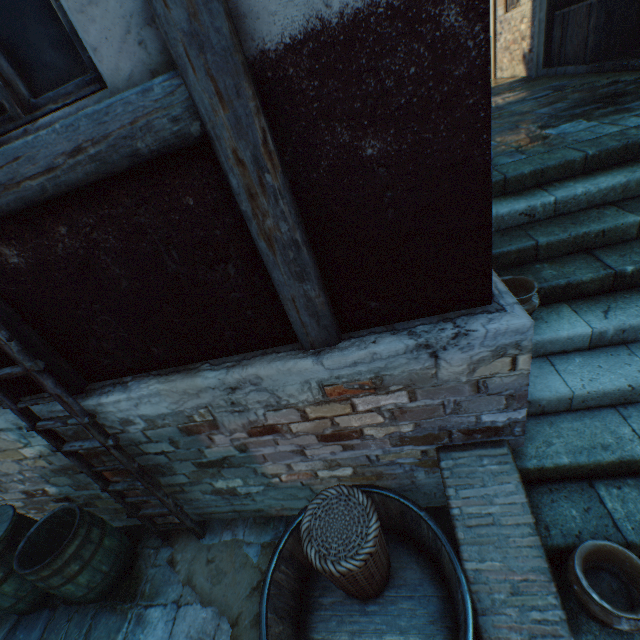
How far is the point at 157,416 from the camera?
2.4 meters

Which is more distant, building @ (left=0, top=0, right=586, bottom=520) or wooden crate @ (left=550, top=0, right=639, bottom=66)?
wooden crate @ (left=550, top=0, right=639, bottom=66)

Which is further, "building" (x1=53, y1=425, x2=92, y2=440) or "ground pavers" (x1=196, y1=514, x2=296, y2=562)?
"ground pavers" (x1=196, y1=514, x2=296, y2=562)

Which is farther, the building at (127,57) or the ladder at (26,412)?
the ladder at (26,412)

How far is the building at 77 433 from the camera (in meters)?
2.56

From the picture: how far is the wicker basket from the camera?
2.0m

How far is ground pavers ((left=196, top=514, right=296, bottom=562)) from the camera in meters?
3.1 m

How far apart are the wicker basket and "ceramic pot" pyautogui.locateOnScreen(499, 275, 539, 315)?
1.7 meters
